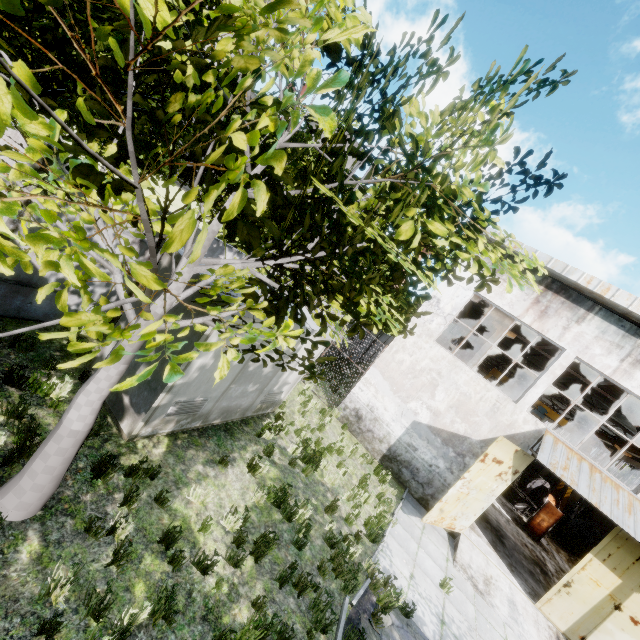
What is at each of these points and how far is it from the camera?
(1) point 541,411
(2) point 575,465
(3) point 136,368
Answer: (1) crane, 27.97m
(2) awning, 10.38m
(3) fuse box, 6.40m

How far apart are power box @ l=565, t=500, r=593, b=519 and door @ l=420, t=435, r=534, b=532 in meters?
26.3 m

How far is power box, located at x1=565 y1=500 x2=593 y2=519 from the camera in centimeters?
2864cm

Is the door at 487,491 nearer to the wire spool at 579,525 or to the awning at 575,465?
the awning at 575,465

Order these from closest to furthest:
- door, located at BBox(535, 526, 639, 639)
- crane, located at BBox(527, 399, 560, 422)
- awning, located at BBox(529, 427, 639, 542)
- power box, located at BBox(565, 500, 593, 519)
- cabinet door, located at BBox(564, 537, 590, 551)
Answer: awning, located at BBox(529, 427, 639, 542), door, located at BBox(535, 526, 639, 639), cabinet door, located at BBox(564, 537, 590, 551), crane, located at BBox(527, 399, 560, 422), power box, located at BBox(565, 500, 593, 519)

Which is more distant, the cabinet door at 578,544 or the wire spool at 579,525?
the wire spool at 579,525

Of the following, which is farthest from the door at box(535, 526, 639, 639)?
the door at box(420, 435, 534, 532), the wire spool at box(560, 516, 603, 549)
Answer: the wire spool at box(560, 516, 603, 549)

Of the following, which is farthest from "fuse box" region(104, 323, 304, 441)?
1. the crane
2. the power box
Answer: the power box
